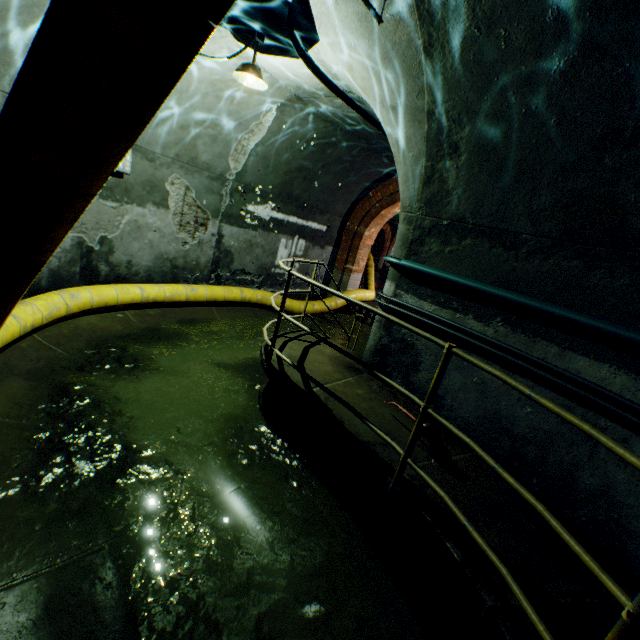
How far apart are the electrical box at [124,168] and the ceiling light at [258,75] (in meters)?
2.22

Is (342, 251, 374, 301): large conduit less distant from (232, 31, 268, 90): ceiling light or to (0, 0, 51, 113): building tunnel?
(0, 0, 51, 113): building tunnel

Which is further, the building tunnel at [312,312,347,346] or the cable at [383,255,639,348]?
the building tunnel at [312,312,347,346]

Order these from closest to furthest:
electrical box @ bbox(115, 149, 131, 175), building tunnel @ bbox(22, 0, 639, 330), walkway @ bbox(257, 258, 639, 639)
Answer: walkway @ bbox(257, 258, 639, 639) < building tunnel @ bbox(22, 0, 639, 330) < electrical box @ bbox(115, 149, 131, 175)

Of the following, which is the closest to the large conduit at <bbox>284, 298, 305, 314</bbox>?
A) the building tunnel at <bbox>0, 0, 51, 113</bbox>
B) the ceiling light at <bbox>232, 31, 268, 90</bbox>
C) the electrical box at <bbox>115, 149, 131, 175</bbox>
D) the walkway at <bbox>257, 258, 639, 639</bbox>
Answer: the building tunnel at <bbox>0, 0, 51, 113</bbox>

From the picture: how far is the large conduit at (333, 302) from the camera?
9.77m

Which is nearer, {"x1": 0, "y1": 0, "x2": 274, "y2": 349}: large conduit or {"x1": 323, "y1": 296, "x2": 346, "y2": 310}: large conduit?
{"x1": 0, "y1": 0, "x2": 274, "y2": 349}: large conduit

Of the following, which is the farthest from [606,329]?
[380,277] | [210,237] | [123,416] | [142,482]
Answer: [380,277]
